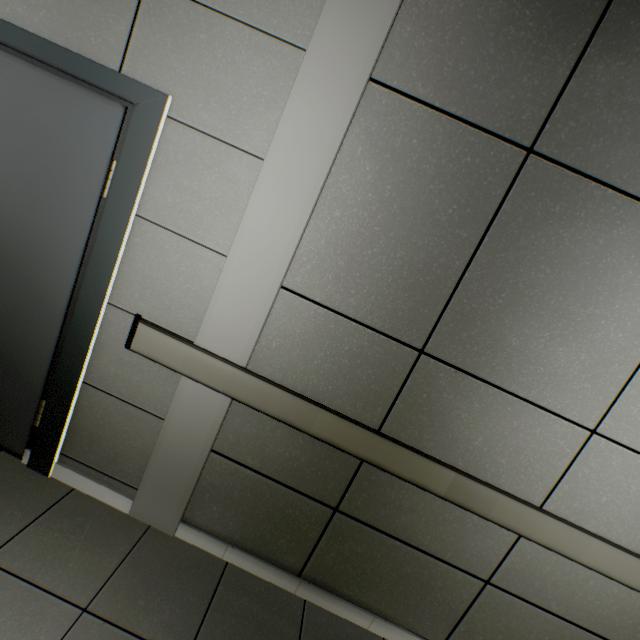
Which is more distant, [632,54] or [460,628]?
[460,628]
